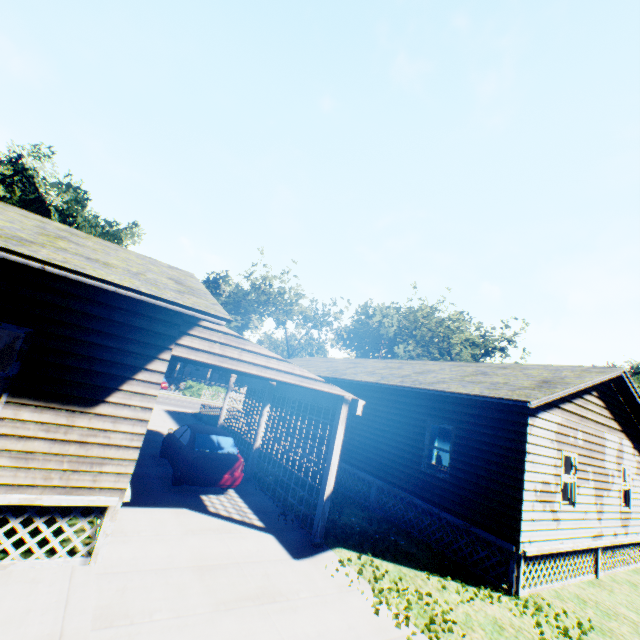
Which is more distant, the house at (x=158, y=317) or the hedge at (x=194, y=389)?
the hedge at (x=194, y=389)

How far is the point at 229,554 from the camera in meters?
6.7 m

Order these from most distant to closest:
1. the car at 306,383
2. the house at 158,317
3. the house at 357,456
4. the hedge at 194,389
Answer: the hedge at 194,389, the house at 357,456, the car at 306,383, the house at 158,317

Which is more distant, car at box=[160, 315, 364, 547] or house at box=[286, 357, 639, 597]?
house at box=[286, 357, 639, 597]

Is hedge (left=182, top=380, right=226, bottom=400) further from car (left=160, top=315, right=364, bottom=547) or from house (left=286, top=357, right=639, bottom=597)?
car (left=160, top=315, right=364, bottom=547)

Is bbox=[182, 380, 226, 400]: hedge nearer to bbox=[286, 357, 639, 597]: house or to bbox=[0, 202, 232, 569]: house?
bbox=[286, 357, 639, 597]: house

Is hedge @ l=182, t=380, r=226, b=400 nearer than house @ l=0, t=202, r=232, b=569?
No
